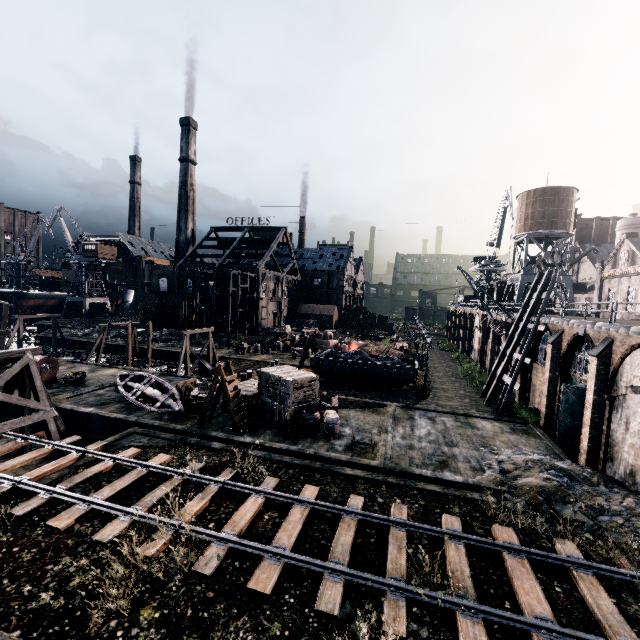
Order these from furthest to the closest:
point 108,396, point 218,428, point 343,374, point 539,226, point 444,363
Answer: point 444,363 → point 539,226 → point 343,374 → point 108,396 → point 218,428

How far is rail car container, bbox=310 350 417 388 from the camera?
30.91m

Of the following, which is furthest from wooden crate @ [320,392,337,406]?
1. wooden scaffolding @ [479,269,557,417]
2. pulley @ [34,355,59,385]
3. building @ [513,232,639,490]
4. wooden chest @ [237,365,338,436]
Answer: pulley @ [34,355,59,385]

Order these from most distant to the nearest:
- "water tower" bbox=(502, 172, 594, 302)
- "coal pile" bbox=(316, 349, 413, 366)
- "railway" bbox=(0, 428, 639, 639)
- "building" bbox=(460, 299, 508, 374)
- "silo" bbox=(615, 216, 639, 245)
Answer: "silo" bbox=(615, 216, 639, 245) < "water tower" bbox=(502, 172, 594, 302) < "building" bbox=(460, 299, 508, 374) < "coal pile" bbox=(316, 349, 413, 366) < "railway" bbox=(0, 428, 639, 639)

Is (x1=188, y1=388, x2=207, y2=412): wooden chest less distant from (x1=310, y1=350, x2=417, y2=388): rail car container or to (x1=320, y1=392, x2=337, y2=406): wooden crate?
(x1=320, y1=392, x2=337, y2=406): wooden crate

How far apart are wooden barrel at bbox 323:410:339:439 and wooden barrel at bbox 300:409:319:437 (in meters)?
0.29

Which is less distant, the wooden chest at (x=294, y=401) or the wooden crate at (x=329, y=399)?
the wooden chest at (x=294, y=401)

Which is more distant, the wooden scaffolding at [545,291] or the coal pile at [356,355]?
the coal pile at [356,355]
